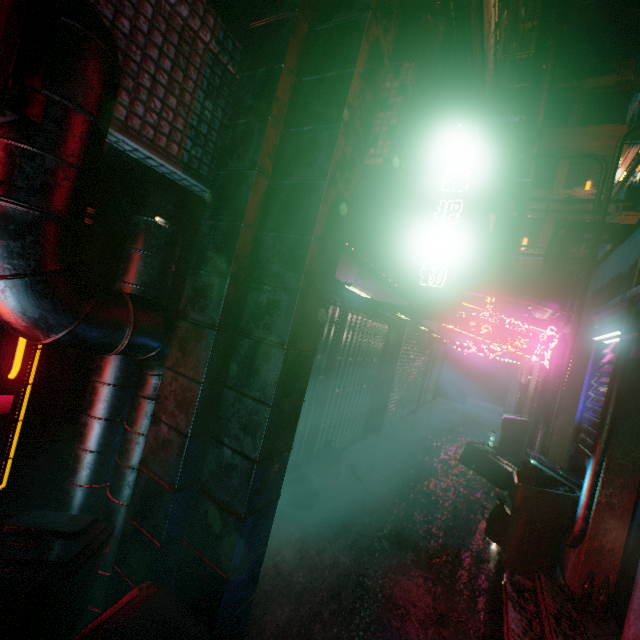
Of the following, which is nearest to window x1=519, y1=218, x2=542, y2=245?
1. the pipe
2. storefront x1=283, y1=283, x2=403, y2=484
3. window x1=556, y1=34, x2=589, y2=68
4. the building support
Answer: the building support

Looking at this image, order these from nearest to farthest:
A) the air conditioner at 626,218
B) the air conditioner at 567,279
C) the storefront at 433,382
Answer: the air conditioner at 567,279, the air conditioner at 626,218, the storefront at 433,382

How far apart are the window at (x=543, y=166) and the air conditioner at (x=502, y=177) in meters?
11.5

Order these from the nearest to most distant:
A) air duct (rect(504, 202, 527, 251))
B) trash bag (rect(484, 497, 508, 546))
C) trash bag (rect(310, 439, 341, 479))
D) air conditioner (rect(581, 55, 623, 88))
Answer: trash bag (rect(484, 497, 508, 546)) → trash bag (rect(310, 439, 341, 479)) → air duct (rect(504, 202, 527, 251)) → air conditioner (rect(581, 55, 623, 88))

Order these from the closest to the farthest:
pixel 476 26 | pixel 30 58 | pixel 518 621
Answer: pixel 30 58, pixel 518 621, pixel 476 26

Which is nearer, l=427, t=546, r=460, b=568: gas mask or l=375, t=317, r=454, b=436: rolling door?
l=427, t=546, r=460, b=568: gas mask

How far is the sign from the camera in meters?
2.4 m

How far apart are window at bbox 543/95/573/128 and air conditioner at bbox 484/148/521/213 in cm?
1305
